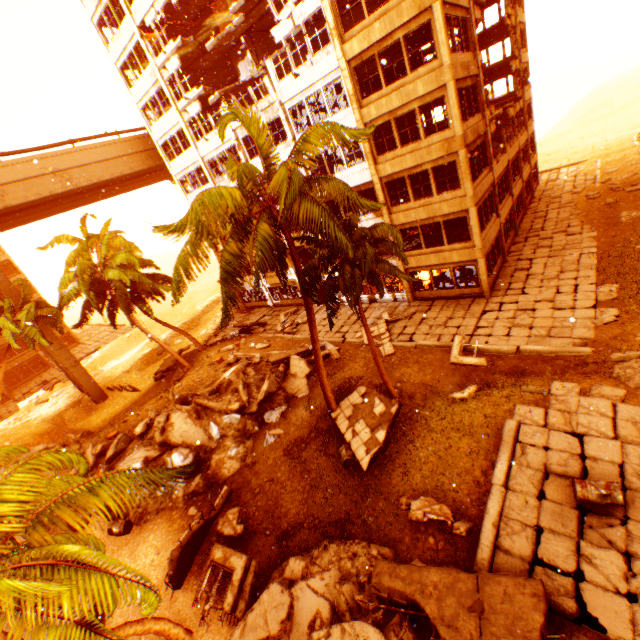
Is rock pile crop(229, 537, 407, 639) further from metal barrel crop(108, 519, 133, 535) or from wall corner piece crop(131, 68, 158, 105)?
wall corner piece crop(131, 68, 158, 105)

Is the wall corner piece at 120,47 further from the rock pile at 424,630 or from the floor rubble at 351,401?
the floor rubble at 351,401

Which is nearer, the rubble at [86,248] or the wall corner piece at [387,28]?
the rubble at [86,248]

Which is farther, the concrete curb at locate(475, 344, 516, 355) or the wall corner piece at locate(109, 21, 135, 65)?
the wall corner piece at locate(109, 21, 135, 65)

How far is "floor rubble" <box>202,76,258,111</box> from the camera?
22.9m

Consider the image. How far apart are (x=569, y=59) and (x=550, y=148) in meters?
48.7

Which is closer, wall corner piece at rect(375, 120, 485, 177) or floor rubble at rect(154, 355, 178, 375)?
wall corner piece at rect(375, 120, 485, 177)

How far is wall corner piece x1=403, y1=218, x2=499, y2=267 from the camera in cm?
1866
